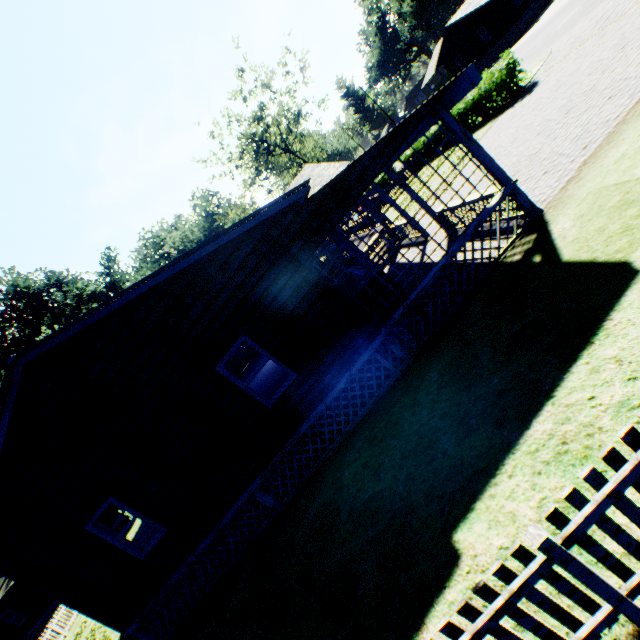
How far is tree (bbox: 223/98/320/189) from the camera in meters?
38.7

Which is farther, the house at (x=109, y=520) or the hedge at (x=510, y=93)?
the house at (x=109, y=520)

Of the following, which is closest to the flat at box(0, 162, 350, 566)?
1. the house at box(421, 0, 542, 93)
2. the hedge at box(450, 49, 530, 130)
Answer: the hedge at box(450, 49, 530, 130)

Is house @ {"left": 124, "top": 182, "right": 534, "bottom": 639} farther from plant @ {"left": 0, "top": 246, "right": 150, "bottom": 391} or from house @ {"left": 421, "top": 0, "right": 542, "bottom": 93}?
house @ {"left": 421, "top": 0, "right": 542, "bottom": 93}

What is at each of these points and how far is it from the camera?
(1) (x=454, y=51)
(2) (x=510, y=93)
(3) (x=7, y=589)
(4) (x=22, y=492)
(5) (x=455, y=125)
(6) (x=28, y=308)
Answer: (1) house, 39.8 meters
(2) hedge, 16.7 meters
(3) house, 24.0 meters
(4) flat, 7.3 meters
(5) pillar, 6.9 meters
(6) plant, 40.8 meters

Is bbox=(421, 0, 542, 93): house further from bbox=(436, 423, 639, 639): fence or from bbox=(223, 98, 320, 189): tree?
bbox=(436, 423, 639, 639): fence

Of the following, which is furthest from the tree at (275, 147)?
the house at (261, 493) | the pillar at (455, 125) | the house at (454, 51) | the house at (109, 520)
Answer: the pillar at (455, 125)
